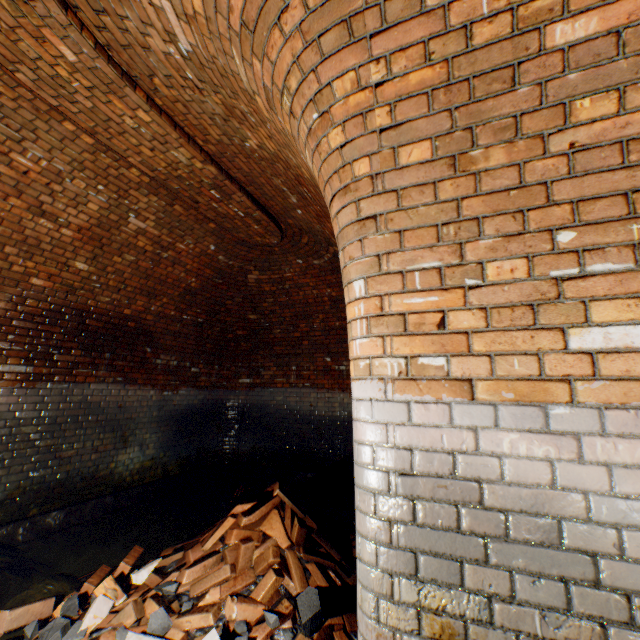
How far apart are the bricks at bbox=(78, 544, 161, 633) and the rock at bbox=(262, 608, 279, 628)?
1.17m

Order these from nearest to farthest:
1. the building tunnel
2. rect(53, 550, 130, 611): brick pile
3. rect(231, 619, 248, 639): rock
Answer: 1. the building tunnel
2. rect(231, 619, 248, 639): rock
3. rect(53, 550, 130, 611): brick pile

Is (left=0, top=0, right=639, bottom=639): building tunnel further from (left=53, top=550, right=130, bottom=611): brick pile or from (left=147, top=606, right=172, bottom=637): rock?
(left=147, top=606, right=172, bottom=637): rock

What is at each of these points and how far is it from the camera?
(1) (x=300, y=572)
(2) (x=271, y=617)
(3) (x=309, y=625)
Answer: (1) brick pile, 2.5m
(2) rock, 2.1m
(3) rock, 2.0m

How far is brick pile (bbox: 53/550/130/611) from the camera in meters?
2.8 m

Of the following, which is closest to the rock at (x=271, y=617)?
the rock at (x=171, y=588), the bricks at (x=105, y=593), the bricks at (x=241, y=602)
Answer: the bricks at (x=241, y=602)

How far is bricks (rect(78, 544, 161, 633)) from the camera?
2.2 meters

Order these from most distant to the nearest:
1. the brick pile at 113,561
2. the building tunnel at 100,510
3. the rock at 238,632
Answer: the brick pile at 113,561
the rock at 238,632
the building tunnel at 100,510
